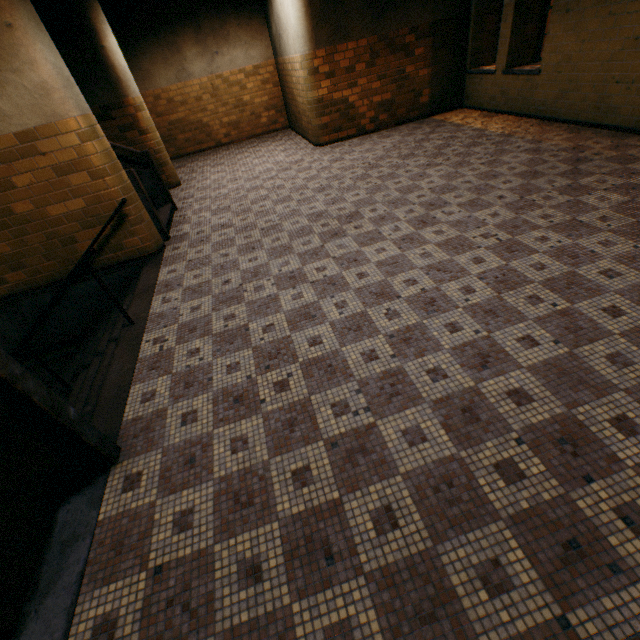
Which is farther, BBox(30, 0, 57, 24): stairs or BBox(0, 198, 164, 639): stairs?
BBox(30, 0, 57, 24): stairs

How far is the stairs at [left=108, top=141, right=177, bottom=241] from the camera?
5.2 meters

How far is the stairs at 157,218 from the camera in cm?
518

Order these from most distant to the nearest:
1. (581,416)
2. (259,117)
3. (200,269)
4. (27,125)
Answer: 1. (259,117)
2. (200,269)
3. (27,125)
4. (581,416)

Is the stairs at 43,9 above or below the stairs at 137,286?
above

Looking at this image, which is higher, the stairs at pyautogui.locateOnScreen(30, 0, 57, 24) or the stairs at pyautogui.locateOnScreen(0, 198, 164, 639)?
the stairs at pyautogui.locateOnScreen(30, 0, 57, 24)

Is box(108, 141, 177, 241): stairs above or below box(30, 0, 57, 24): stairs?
below
